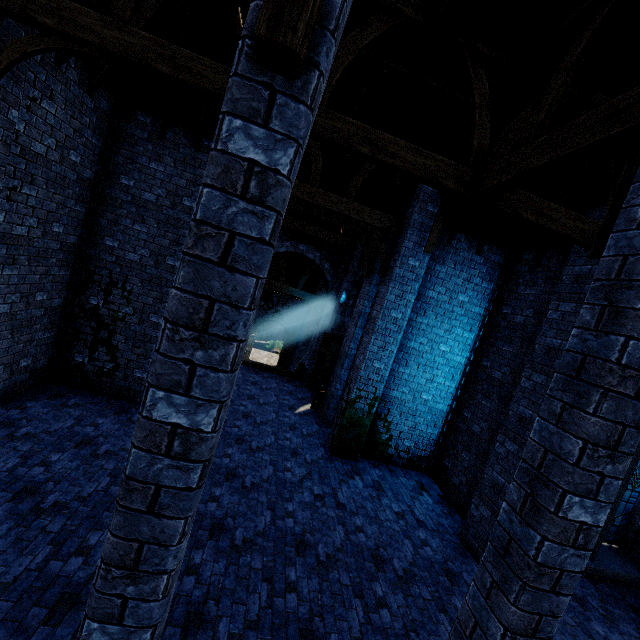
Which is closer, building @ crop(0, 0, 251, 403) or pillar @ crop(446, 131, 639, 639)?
pillar @ crop(446, 131, 639, 639)

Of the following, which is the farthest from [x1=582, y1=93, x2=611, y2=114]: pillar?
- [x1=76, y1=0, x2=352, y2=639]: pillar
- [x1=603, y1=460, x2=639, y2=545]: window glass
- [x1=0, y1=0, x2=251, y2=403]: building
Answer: [x1=603, y1=460, x2=639, y2=545]: window glass

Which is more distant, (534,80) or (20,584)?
(534,80)

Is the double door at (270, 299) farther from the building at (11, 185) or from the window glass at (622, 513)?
the window glass at (622, 513)

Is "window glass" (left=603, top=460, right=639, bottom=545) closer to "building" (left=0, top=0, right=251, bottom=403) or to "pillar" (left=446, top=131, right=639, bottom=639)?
"building" (left=0, top=0, right=251, bottom=403)

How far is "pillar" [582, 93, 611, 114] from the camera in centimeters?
333cm

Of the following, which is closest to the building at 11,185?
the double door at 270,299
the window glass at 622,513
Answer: the double door at 270,299

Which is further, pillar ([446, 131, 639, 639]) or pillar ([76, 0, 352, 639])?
pillar ([446, 131, 639, 639])
